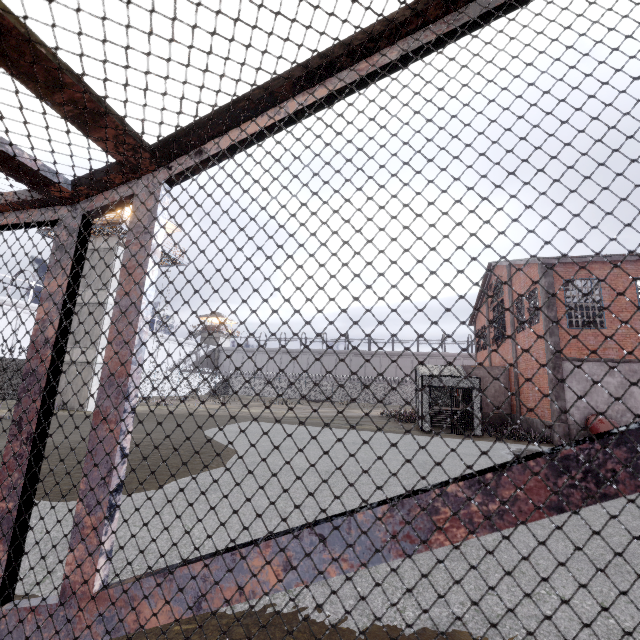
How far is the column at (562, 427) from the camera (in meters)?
14.69

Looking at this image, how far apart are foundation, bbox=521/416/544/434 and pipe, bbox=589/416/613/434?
1.13m

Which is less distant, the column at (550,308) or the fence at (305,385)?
the column at (550,308)

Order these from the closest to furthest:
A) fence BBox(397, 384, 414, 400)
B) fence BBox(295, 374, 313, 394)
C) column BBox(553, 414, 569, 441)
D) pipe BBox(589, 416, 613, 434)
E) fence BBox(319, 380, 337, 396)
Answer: pipe BBox(589, 416, 613, 434) → column BBox(553, 414, 569, 441) → fence BBox(397, 384, 414, 400) → fence BBox(319, 380, 337, 396) → fence BBox(295, 374, 313, 394)

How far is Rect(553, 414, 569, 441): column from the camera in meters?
14.7

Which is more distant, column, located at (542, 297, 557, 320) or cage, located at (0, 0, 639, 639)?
column, located at (542, 297, 557, 320)

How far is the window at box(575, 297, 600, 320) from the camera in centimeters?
1558cm

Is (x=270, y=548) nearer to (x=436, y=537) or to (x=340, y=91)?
(x=436, y=537)
